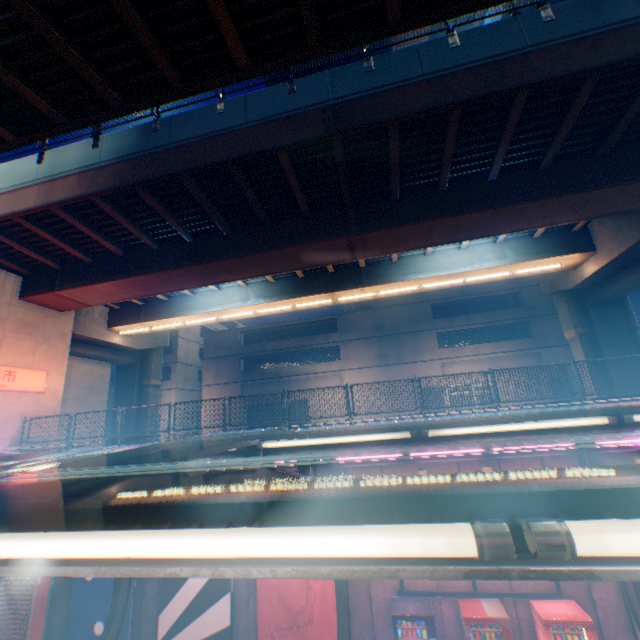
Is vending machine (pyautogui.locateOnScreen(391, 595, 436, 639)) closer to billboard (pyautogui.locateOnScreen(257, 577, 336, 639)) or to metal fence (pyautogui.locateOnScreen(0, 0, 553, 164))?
billboard (pyautogui.locateOnScreen(257, 577, 336, 639))

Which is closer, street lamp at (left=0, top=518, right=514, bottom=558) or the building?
street lamp at (left=0, top=518, right=514, bottom=558)

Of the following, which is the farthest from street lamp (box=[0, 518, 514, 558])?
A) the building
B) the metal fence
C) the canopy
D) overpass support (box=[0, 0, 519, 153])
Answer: the building

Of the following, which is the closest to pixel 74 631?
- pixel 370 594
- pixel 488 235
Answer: pixel 370 594

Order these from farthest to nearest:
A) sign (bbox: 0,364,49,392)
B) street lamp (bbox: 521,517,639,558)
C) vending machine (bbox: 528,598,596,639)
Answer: sign (bbox: 0,364,49,392), vending machine (bbox: 528,598,596,639), street lamp (bbox: 521,517,639,558)

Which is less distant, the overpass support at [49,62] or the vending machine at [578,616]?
the overpass support at [49,62]

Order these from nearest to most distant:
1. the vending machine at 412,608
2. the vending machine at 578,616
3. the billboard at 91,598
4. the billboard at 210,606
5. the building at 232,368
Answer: the vending machine at 578,616 → the vending machine at 412,608 → the billboard at 210,606 → the billboard at 91,598 → the building at 232,368

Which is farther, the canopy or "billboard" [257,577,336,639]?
"billboard" [257,577,336,639]
